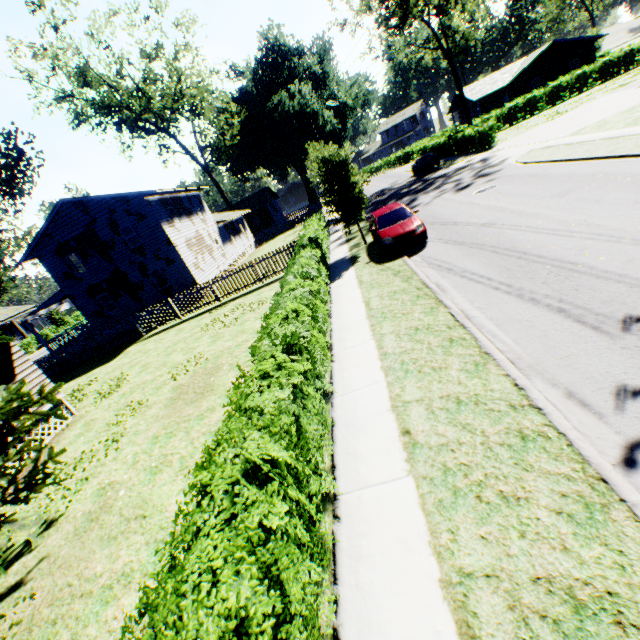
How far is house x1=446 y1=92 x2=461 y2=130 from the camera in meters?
49.2 m

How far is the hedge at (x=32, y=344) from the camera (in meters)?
47.59

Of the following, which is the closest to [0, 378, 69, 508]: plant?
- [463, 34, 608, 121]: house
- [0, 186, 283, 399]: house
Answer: [0, 186, 283, 399]: house

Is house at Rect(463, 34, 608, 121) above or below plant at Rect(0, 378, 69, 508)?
above

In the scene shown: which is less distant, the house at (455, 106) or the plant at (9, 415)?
the plant at (9, 415)

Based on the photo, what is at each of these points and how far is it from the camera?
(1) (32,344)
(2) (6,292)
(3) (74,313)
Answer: (1) hedge, 48.56m
(2) plant, 50.62m
(3) hedge, 58.44m

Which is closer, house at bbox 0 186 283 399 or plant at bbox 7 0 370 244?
plant at bbox 7 0 370 244

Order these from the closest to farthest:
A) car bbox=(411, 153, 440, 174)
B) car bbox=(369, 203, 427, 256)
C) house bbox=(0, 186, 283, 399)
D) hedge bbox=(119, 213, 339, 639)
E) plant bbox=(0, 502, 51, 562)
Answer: hedge bbox=(119, 213, 339, 639), plant bbox=(0, 502, 51, 562), car bbox=(369, 203, 427, 256), house bbox=(0, 186, 283, 399), car bbox=(411, 153, 440, 174)
